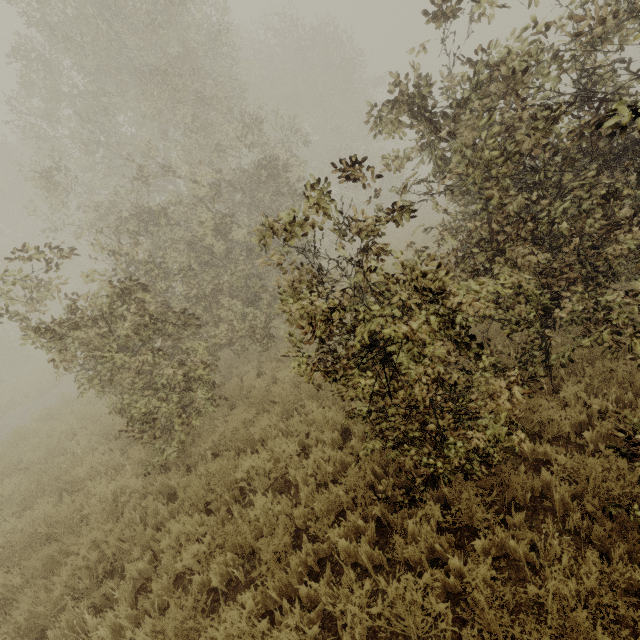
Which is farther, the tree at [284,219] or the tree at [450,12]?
the tree at [450,12]

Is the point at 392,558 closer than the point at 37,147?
Yes

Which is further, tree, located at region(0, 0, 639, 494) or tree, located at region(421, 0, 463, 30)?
tree, located at region(421, 0, 463, 30)
